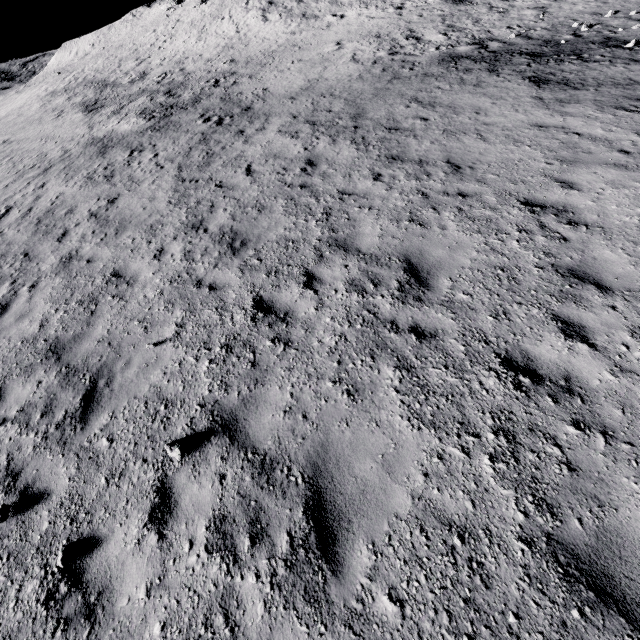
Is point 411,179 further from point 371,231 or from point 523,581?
point 523,581
